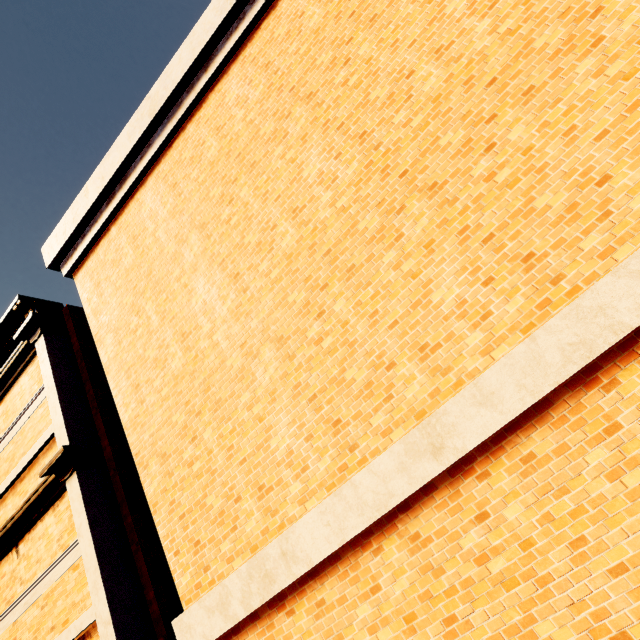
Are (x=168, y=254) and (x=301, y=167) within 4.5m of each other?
yes
